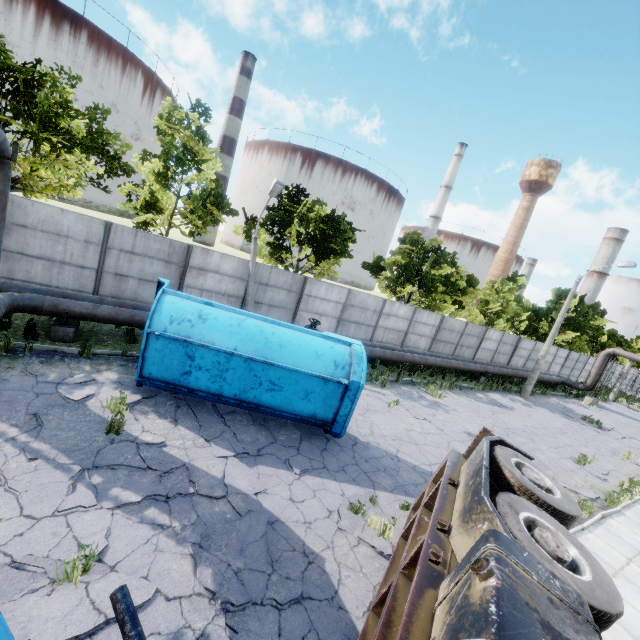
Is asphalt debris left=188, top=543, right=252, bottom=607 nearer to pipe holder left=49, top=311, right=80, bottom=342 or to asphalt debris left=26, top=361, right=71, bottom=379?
asphalt debris left=26, top=361, right=71, bottom=379

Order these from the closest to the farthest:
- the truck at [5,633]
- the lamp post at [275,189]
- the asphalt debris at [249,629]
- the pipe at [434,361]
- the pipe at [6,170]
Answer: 1. the truck at [5,633]
2. the asphalt debris at [249,629]
3. the pipe at [6,170]
4. the lamp post at [275,189]
5. the pipe at [434,361]

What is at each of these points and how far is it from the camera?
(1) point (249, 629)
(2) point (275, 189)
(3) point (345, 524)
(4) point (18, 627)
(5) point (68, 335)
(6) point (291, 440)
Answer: (1) asphalt debris, 4.1m
(2) lamp post, 13.8m
(3) asphalt debris, 6.4m
(4) asphalt debris, 3.5m
(5) pipe holder, 9.8m
(6) asphalt debris, 8.5m

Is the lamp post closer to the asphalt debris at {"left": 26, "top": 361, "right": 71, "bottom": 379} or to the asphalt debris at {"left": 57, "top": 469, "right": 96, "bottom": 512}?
the asphalt debris at {"left": 57, "top": 469, "right": 96, "bottom": 512}

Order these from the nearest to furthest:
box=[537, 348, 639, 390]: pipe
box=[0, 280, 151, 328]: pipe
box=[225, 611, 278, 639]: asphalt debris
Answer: box=[225, 611, 278, 639]: asphalt debris → box=[0, 280, 151, 328]: pipe → box=[537, 348, 639, 390]: pipe

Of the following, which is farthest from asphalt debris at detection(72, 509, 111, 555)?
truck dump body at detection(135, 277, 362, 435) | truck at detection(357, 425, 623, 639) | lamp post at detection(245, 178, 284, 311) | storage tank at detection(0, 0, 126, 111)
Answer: storage tank at detection(0, 0, 126, 111)

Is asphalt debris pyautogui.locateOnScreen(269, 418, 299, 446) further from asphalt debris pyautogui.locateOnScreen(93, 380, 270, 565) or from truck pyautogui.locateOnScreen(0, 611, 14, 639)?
truck pyautogui.locateOnScreen(0, 611, 14, 639)

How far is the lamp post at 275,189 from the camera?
13.71m
